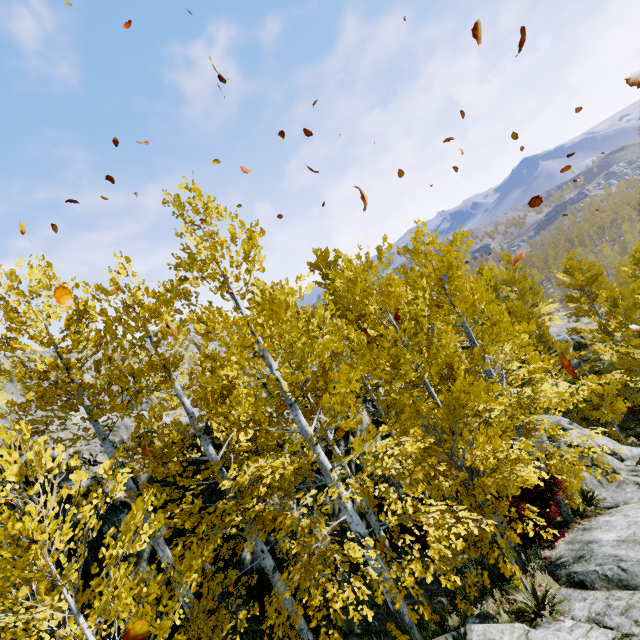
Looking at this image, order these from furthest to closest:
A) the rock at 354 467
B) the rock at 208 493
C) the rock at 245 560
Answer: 1. the rock at 354 467
2. the rock at 208 493
3. the rock at 245 560

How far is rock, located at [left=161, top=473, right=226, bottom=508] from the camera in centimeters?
840cm

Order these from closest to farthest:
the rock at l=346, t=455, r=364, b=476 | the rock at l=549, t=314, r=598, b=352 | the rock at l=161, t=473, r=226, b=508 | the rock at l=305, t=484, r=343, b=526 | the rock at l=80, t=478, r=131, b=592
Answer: the rock at l=80, t=478, r=131, b=592
the rock at l=161, t=473, r=226, b=508
the rock at l=305, t=484, r=343, b=526
the rock at l=346, t=455, r=364, b=476
the rock at l=549, t=314, r=598, b=352

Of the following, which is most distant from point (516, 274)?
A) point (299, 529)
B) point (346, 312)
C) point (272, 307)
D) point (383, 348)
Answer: point (299, 529)

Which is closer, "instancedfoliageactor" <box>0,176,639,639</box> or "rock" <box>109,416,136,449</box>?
"instancedfoliageactor" <box>0,176,639,639</box>

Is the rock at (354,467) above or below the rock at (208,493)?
below

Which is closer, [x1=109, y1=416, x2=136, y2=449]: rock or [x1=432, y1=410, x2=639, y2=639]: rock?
[x1=432, y1=410, x2=639, y2=639]: rock
